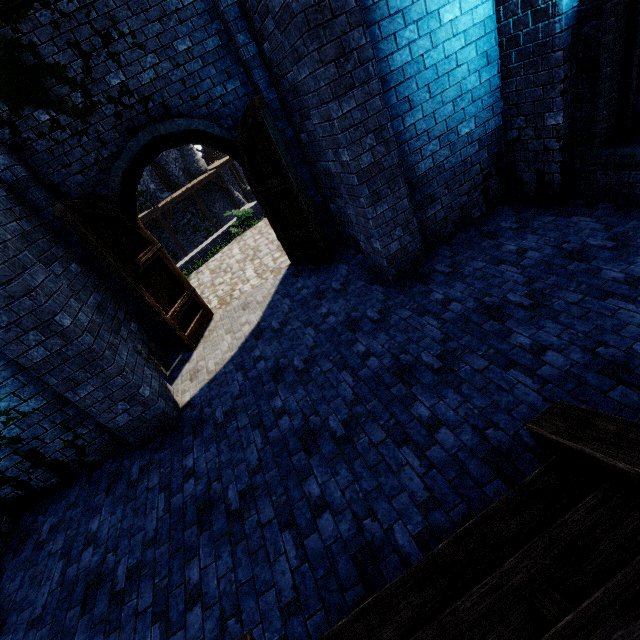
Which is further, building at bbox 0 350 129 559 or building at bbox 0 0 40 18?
building at bbox 0 0 40 18

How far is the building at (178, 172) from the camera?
26.4m

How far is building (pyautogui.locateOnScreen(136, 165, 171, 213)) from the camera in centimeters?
2412cm

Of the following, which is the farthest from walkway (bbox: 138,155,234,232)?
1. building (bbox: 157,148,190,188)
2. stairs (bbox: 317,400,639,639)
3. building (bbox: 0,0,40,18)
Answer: stairs (bbox: 317,400,639,639)

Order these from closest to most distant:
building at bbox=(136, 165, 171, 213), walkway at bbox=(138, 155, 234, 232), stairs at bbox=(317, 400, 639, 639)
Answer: stairs at bbox=(317, 400, 639, 639), walkway at bbox=(138, 155, 234, 232), building at bbox=(136, 165, 171, 213)

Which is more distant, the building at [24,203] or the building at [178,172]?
the building at [178,172]

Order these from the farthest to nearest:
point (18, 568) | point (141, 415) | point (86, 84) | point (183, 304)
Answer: point (183, 304)
point (86, 84)
point (141, 415)
point (18, 568)
